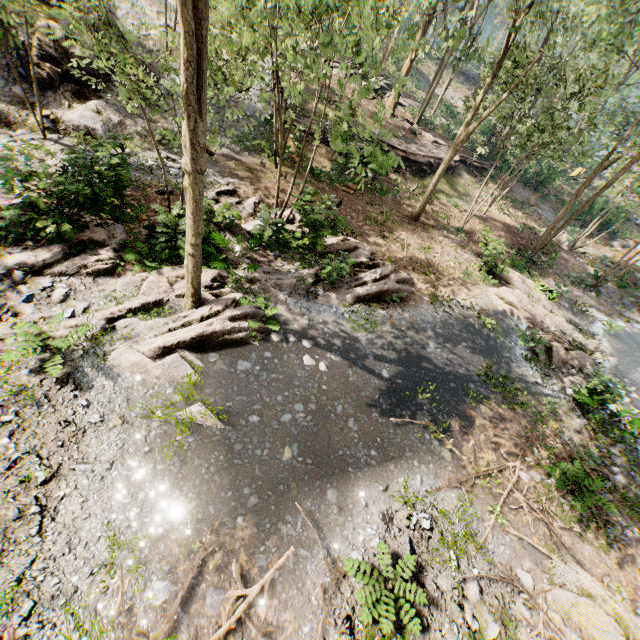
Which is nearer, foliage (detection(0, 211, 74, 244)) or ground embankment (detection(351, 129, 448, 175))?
foliage (detection(0, 211, 74, 244))

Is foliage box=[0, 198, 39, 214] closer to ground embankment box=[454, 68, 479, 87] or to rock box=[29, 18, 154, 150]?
rock box=[29, 18, 154, 150]

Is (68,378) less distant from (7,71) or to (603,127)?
(7,71)

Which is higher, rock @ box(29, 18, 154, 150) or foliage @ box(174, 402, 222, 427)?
rock @ box(29, 18, 154, 150)

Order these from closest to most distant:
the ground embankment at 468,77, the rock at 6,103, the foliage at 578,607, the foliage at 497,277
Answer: the foliage at 578,607 → the rock at 6,103 → the foliage at 497,277 → the ground embankment at 468,77

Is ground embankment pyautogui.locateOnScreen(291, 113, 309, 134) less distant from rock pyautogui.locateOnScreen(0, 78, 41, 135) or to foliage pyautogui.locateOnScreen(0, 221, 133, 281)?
foliage pyautogui.locateOnScreen(0, 221, 133, 281)

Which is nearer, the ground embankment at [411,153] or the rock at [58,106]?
the rock at [58,106]
